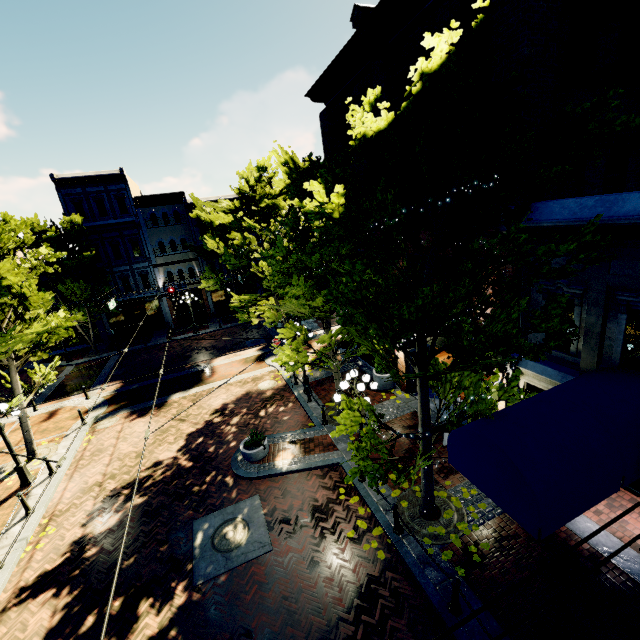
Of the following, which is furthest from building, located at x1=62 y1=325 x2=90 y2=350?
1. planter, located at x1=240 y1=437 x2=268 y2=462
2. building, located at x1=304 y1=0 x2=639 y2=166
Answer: planter, located at x1=240 y1=437 x2=268 y2=462

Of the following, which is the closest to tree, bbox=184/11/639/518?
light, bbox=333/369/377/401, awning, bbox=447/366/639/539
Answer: awning, bbox=447/366/639/539

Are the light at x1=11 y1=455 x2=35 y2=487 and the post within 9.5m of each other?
no

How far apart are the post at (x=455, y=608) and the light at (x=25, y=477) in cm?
1478

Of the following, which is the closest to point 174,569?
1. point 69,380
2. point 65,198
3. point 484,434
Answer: point 484,434

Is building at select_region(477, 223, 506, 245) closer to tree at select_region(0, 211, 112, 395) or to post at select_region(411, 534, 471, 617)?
tree at select_region(0, 211, 112, 395)

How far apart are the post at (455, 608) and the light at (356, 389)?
3.99m

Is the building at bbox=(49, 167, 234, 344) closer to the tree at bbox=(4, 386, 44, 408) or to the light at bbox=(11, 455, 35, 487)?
the tree at bbox=(4, 386, 44, 408)
